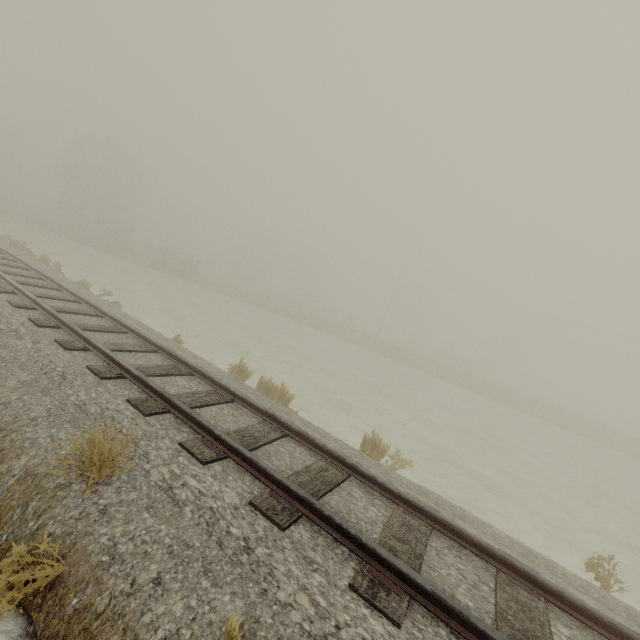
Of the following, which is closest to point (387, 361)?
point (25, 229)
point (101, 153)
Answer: point (25, 229)
